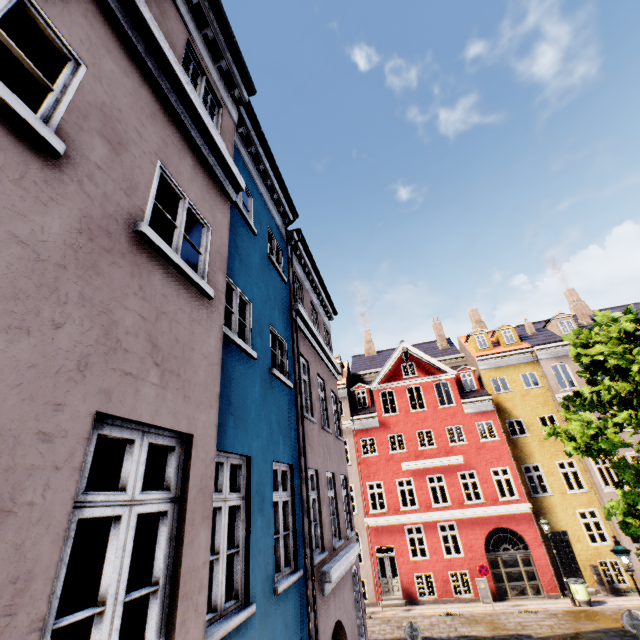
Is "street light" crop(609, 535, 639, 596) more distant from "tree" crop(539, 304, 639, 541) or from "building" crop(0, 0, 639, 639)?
"building" crop(0, 0, 639, 639)

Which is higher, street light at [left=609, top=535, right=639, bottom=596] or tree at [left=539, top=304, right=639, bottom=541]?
tree at [left=539, top=304, right=639, bottom=541]

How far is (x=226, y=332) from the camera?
4.81m

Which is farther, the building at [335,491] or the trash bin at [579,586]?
the trash bin at [579,586]

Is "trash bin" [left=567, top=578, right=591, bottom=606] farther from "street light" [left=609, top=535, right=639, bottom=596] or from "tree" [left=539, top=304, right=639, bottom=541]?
"street light" [left=609, top=535, right=639, bottom=596]

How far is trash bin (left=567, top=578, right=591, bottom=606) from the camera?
15.71m

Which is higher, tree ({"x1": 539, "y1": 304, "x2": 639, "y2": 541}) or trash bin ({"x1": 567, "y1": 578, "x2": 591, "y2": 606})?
tree ({"x1": 539, "y1": 304, "x2": 639, "y2": 541})

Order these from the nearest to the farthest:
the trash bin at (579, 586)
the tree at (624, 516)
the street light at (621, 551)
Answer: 1. the street light at (621, 551)
2. the tree at (624, 516)
3. the trash bin at (579, 586)
